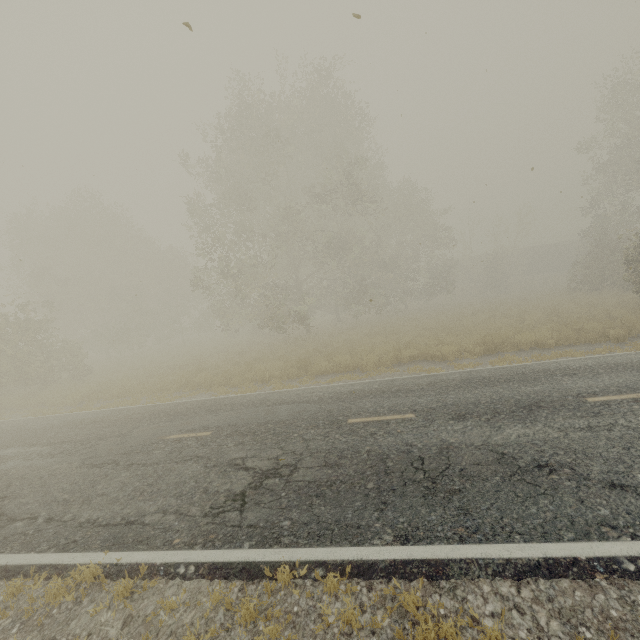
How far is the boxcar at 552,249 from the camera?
42.6 meters

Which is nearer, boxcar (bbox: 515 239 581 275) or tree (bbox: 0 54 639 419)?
tree (bbox: 0 54 639 419)

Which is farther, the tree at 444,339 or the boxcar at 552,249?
the boxcar at 552,249

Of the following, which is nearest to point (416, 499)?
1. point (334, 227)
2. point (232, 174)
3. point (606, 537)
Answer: point (606, 537)

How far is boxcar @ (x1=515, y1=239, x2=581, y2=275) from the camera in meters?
42.6 m
